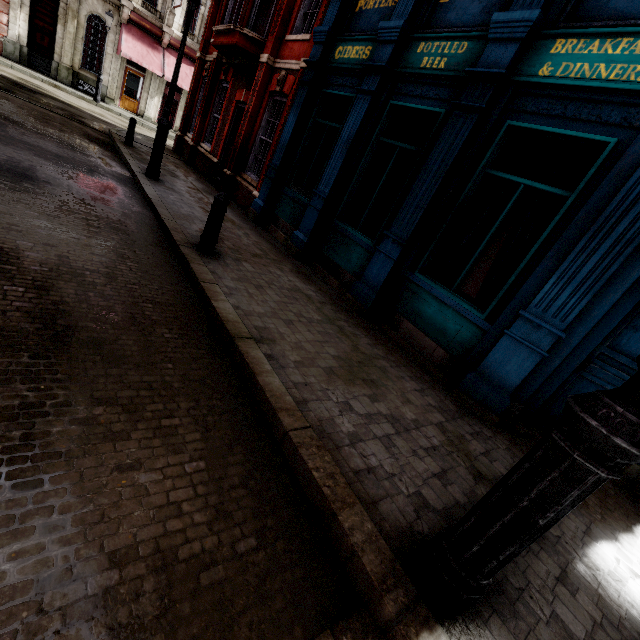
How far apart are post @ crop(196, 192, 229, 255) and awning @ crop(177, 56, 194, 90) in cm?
2331

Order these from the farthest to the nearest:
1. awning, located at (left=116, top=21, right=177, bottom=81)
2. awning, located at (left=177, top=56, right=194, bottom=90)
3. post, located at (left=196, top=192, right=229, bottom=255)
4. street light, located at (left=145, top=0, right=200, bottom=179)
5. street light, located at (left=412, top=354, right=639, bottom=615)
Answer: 1. awning, located at (left=177, top=56, right=194, bottom=90)
2. awning, located at (left=116, top=21, right=177, bottom=81)
3. street light, located at (left=145, top=0, right=200, bottom=179)
4. post, located at (left=196, top=192, right=229, bottom=255)
5. street light, located at (left=412, top=354, right=639, bottom=615)

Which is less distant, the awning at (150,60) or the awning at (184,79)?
the awning at (150,60)

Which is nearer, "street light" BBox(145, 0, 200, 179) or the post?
the post

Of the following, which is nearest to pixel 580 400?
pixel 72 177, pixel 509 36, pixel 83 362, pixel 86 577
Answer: pixel 86 577

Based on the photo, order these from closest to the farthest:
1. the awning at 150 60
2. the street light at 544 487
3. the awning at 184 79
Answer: the street light at 544 487 < the awning at 150 60 < the awning at 184 79

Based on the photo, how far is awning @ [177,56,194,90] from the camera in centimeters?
2231cm
